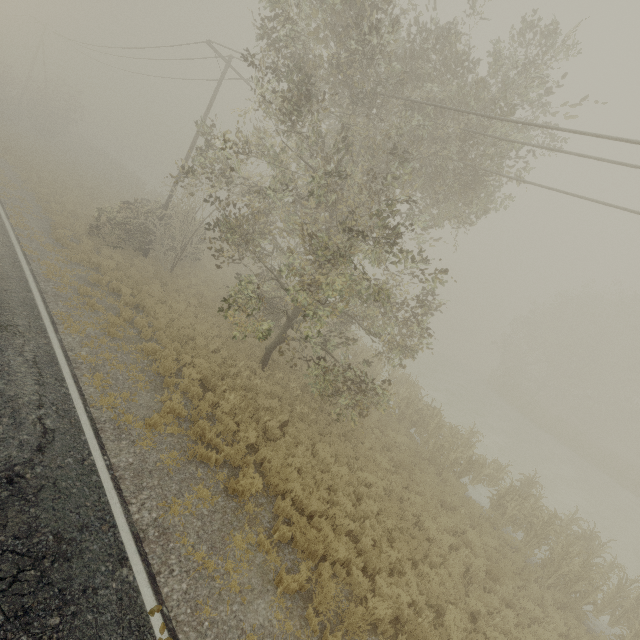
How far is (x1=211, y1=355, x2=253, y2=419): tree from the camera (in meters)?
10.77

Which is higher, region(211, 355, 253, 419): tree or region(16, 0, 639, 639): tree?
region(16, 0, 639, 639): tree

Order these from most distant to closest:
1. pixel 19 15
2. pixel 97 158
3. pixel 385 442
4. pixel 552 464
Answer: pixel 97 158 < pixel 19 15 < pixel 552 464 < pixel 385 442

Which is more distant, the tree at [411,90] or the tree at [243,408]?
the tree at [243,408]

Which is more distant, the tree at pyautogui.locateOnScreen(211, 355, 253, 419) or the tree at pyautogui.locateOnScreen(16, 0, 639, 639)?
the tree at pyautogui.locateOnScreen(211, 355, 253, 419)

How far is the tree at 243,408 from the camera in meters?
10.8
